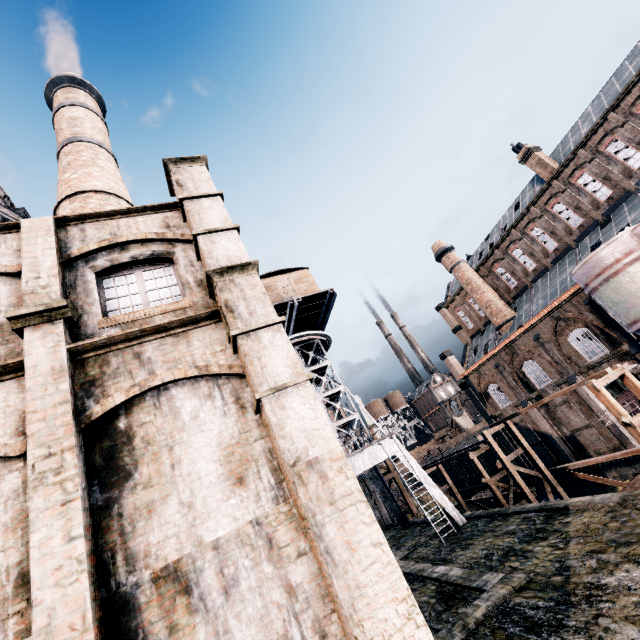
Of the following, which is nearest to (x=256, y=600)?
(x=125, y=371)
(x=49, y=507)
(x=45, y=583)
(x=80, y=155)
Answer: (x=45, y=583)

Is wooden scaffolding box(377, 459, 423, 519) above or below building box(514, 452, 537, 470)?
above

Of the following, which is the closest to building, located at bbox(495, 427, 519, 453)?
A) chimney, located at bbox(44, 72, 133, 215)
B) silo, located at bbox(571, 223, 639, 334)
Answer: silo, located at bbox(571, 223, 639, 334)

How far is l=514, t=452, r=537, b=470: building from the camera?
35.7 meters

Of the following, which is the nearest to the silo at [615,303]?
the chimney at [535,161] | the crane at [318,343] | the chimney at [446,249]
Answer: the chimney at [535,161]

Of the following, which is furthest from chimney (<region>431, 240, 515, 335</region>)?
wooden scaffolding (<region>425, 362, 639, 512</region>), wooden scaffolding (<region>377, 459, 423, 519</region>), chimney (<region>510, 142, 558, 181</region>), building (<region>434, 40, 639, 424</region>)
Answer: wooden scaffolding (<region>377, 459, 423, 519</region>)

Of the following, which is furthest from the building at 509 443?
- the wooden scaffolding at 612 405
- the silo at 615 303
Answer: A: the wooden scaffolding at 612 405

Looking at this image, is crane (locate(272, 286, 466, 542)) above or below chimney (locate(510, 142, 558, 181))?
below
